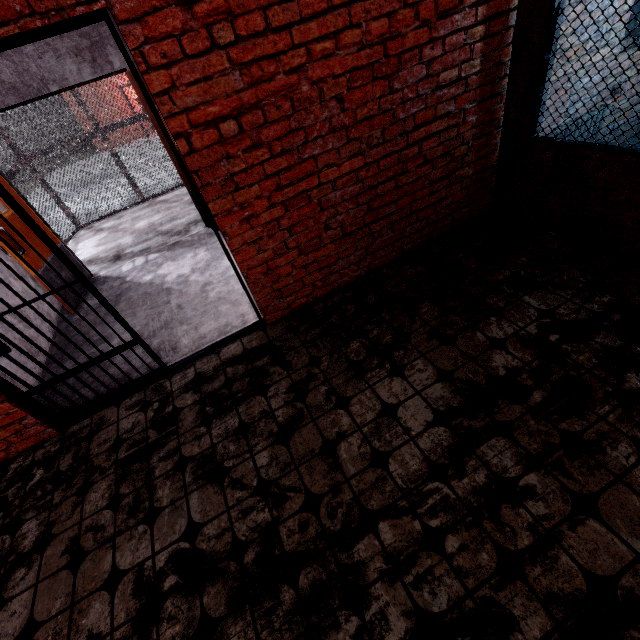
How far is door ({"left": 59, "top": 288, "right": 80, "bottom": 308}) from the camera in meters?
4.4

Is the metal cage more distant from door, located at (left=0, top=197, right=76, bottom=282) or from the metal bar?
the metal bar

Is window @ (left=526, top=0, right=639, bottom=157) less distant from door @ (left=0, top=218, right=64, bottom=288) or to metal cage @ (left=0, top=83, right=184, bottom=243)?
metal cage @ (left=0, top=83, right=184, bottom=243)

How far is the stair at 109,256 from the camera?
5.5 meters

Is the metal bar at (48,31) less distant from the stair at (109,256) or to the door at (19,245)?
the door at (19,245)

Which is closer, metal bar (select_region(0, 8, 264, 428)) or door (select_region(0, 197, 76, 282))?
metal bar (select_region(0, 8, 264, 428))

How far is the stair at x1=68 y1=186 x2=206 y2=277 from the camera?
5.5 meters

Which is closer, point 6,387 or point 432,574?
point 432,574
